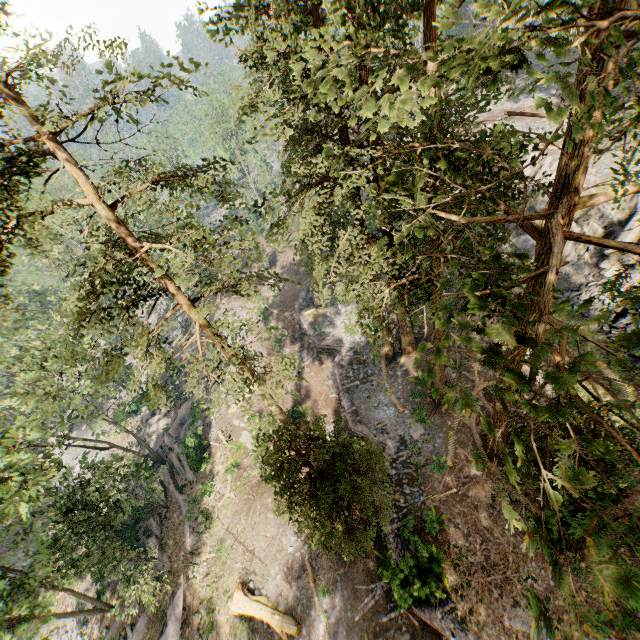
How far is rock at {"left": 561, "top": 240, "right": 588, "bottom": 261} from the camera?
24.88m

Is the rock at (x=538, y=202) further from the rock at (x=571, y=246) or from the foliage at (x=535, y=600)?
the foliage at (x=535, y=600)

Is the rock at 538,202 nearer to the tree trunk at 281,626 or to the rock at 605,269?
the rock at 605,269

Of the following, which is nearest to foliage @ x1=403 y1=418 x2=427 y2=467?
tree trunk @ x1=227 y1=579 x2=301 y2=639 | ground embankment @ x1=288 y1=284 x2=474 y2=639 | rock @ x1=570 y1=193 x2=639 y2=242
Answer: ground embankment @ x1=288 y1=284 x2=474 y2=639

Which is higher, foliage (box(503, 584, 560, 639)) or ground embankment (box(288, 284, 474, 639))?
foliage (box(503, 584, 560, 639))

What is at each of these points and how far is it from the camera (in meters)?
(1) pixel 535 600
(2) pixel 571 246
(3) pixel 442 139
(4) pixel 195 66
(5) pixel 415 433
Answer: (1) foliage, 2.18
(2) rock, 25.42
(3) foliage, 6.59
(4) foliage, 10.01
(5) foliage, 22.38

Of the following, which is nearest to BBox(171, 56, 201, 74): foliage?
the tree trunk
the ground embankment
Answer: the ground embankment

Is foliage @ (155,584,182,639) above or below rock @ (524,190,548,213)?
below
